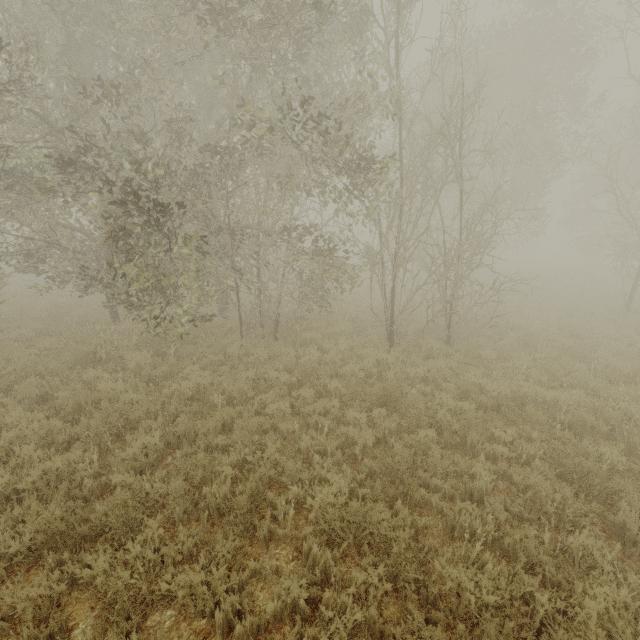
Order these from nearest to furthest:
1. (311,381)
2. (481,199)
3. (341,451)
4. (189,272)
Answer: (341,451), (189,272), (311,381), (481,199)
